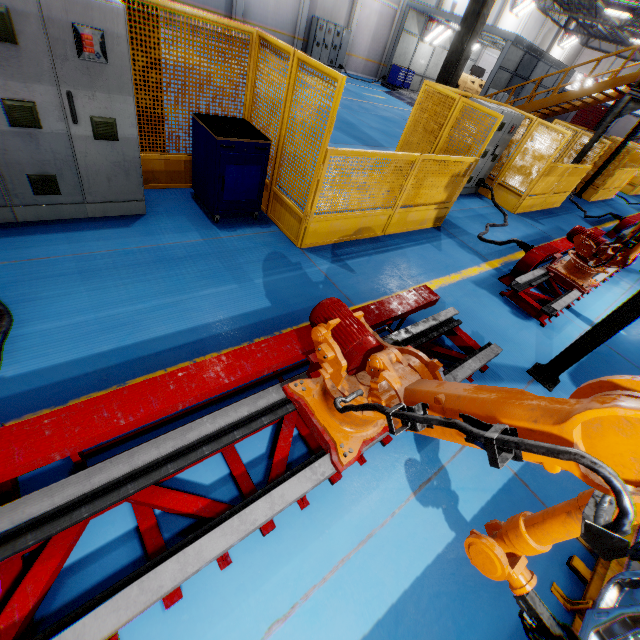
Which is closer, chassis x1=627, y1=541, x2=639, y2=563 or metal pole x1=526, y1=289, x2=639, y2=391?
chassis x1=627, y1=541, x2=639, y2=563

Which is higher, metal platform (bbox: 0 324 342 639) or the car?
the car

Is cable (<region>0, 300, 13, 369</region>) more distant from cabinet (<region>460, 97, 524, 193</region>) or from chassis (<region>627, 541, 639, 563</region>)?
cabinet (<region>460, 97, 524, 193</region>)

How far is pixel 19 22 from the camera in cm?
277

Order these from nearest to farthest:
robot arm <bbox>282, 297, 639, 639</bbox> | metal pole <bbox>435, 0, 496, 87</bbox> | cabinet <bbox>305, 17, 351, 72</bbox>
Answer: A: robot arm <bbox>282, 297, 639, 639</bbox>, metal pole <bbox>435, 0, 496, 87</bbox>, cabinet <bbox>305, 17, 351, 72</bbox>

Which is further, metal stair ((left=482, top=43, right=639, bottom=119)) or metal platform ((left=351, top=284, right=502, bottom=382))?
metal stair ((left=482, top=43, right=639, bottom=119))

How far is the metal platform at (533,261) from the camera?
5.42m

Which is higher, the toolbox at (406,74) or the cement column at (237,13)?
the cement column at (237,13)
